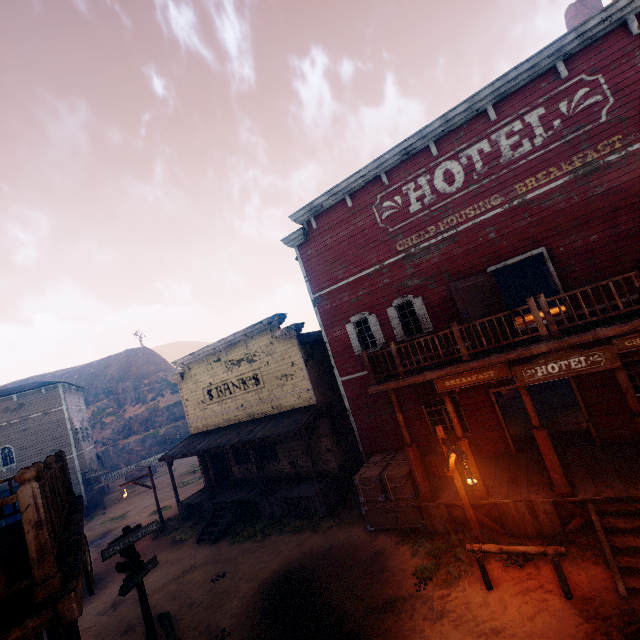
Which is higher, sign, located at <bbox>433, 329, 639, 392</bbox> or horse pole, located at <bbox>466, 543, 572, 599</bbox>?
sign, located at <bbox>433, 329, 639, 392</bbox>

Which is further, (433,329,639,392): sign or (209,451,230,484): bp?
(209,451,230,484): bp

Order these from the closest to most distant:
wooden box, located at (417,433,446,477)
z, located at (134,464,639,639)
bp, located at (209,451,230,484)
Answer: z, located at (134,464,639,639) → wooden box, located at (417,433,446,477) → bp, located at (209,451,230,484)

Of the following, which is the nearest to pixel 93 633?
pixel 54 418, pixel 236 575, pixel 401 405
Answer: pixel 236 575

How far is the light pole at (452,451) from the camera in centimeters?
733cm

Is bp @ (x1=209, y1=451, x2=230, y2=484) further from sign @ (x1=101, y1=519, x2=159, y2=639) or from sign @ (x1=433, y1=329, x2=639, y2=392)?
A: sign @ (x1=433, y1=329, x2=639, y2=392)

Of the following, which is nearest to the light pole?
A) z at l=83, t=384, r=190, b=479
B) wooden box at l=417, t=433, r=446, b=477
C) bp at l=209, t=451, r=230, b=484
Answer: z at l=83, t=384, r=190, b=479

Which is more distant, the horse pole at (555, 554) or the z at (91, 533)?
the z at (91, 533)
